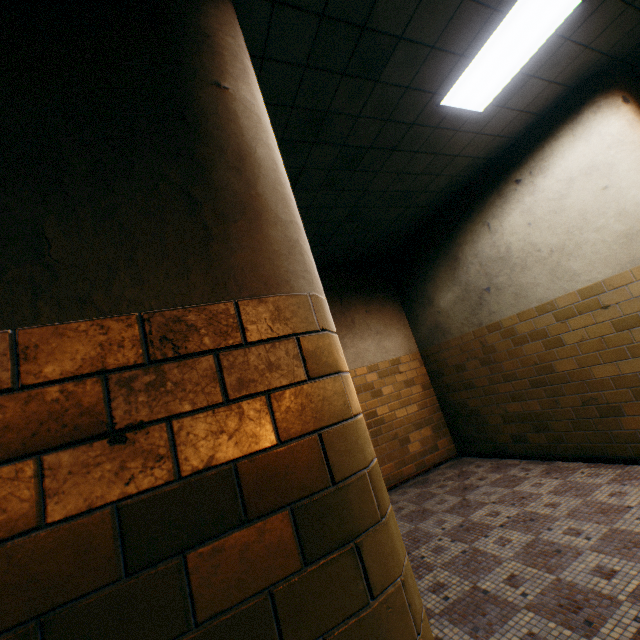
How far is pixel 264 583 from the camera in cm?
76
